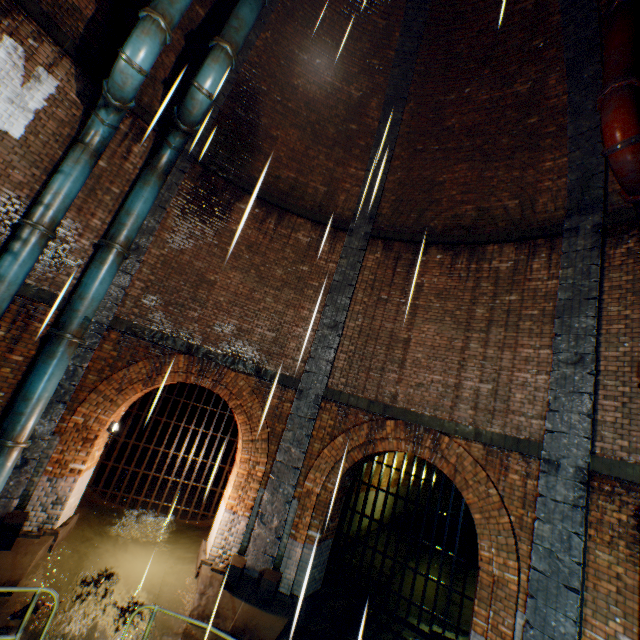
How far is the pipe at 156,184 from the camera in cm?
725

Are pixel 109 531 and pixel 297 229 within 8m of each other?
no

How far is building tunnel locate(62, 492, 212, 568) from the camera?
7.51m

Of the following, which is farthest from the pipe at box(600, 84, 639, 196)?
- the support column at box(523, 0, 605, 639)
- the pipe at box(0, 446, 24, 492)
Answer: the pipe at box(0, 446, 24, 492)

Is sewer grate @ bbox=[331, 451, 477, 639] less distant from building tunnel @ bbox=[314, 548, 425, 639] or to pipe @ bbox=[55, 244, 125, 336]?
building tunnel @ bbox=[314, 548, 425, 639]

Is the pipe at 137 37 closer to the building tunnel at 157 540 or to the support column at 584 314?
the building tunnel at 157 540

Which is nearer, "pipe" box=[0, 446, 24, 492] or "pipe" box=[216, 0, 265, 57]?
"pipe" box=[0, 446, 24, 492]

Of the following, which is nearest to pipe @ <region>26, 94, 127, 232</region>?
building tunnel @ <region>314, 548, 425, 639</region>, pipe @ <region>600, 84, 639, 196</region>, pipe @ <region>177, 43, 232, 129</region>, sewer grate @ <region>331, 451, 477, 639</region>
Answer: pipe @ <region>177, 43, 232, 129</region>
